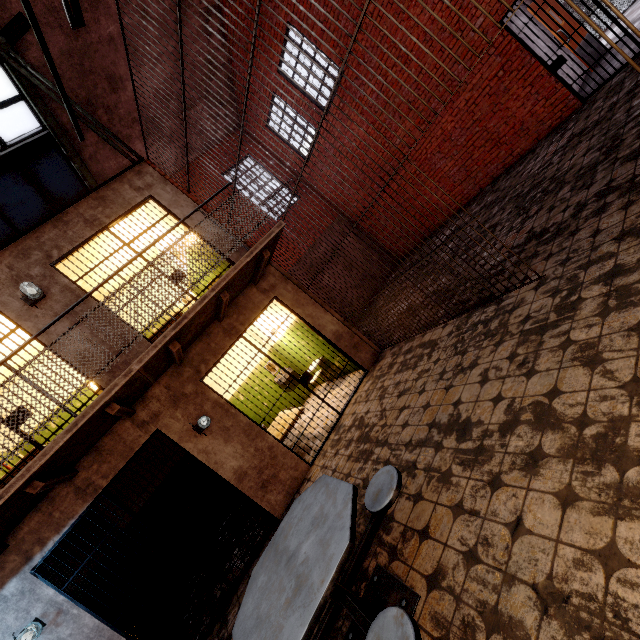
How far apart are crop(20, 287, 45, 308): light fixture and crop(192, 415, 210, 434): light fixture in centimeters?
294cm

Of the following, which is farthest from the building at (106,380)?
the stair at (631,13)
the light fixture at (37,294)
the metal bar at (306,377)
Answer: the stair at (631,13)

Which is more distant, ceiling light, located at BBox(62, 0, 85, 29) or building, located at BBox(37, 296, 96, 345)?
building, located at BBox(37, 296, 96, 345)

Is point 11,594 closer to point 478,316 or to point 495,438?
point 495,438

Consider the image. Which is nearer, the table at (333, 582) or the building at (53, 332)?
the table at (333, 582)

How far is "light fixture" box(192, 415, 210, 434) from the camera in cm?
498

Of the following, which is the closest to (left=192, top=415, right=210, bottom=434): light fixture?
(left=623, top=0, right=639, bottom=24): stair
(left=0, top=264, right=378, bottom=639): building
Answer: (left=0, top=264, right=378, bottom=639): building

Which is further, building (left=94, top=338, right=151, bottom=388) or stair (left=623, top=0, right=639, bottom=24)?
stair (left=623, top=0, right=639, bottom=24)
